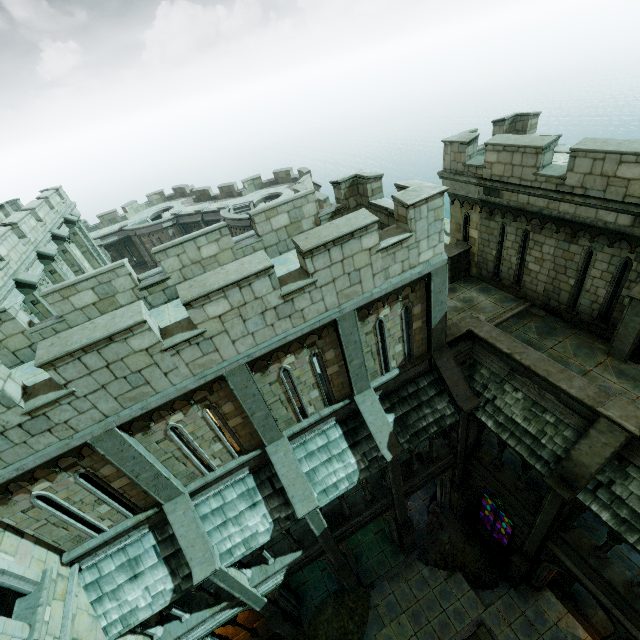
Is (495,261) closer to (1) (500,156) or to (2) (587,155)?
(1) (500,156)

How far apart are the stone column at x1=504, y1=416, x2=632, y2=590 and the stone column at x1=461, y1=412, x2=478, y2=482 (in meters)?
2.82

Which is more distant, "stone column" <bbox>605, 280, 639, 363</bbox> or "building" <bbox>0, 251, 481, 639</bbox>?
"stone column" <bbox>605, 280, 639, 363</bbox>

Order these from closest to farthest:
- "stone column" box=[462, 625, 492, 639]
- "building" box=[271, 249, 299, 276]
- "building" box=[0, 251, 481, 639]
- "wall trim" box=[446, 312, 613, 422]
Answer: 1. "building" box=[0, 251, 481, 639]
2. "wall trim" box=[446, 312, 613, 422]
3. "building" box=[271, 249, 299, 276]
4. "stone column" box=[462, 625, 492, 639]

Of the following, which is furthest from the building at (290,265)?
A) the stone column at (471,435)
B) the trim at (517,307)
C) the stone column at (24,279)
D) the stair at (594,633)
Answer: the stair at (594,633)

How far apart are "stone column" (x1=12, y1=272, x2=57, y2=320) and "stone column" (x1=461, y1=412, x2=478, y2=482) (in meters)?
15.72

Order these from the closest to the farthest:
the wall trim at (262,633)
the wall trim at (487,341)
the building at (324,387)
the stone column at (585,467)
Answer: the building at (324,387)
the stone column at (585,467)
the wall trim at (487,341)
the wall trim at (262,633)

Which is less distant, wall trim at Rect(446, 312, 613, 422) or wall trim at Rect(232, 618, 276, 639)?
wall trim at Rect(446, 312, 613, 422)
